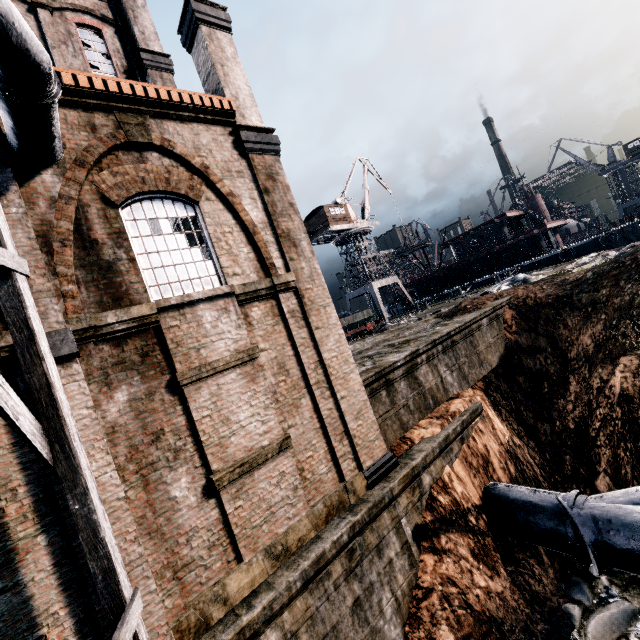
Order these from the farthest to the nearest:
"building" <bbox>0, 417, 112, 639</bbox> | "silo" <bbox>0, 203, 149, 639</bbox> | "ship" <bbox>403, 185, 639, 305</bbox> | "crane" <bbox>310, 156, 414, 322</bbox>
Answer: "crane" <bbox>310, 156, 414, 322</bbox> < "ship" <bbox>403, 185, 639, 305</bbox> < "building" <bbox>0, 417, 112, 639</bbox> < "silo" <bbox>0, 203, 149, 639</bbox>

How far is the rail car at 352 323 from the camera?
30.1m

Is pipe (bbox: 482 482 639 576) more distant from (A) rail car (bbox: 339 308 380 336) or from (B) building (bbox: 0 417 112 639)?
(A) rail car (bbox: 339 308 380 336)

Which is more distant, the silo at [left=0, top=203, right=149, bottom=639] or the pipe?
the pipe

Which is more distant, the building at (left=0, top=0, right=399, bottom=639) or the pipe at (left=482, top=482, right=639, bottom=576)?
the pipe at (left=482, top=482, right=639, bottom=576)

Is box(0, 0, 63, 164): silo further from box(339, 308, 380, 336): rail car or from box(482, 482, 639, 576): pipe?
box(339, 308, 380, 336): rail car

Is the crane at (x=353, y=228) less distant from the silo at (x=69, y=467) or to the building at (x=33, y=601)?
the building at (x=33, y=601)

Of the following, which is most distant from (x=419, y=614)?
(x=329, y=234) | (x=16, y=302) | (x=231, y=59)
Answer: (x=329, y=234)
